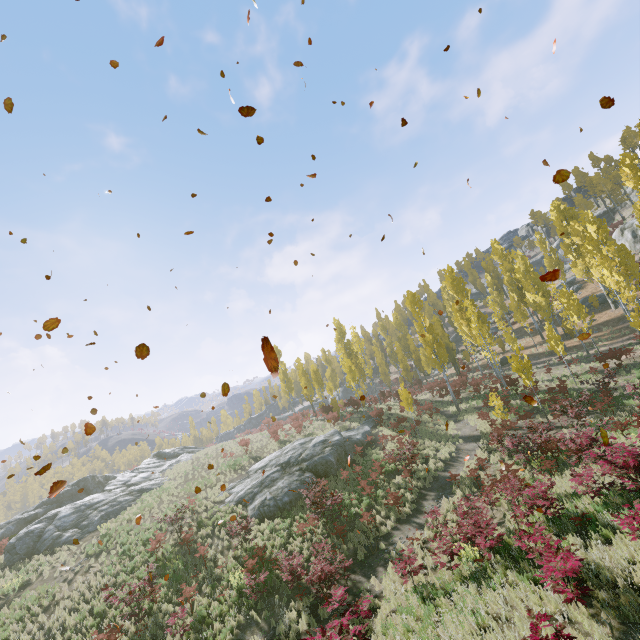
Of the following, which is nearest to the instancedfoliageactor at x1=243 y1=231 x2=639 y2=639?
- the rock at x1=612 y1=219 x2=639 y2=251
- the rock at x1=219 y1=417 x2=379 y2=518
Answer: the rock at x1=219 y1=417 x2=379 y2=518

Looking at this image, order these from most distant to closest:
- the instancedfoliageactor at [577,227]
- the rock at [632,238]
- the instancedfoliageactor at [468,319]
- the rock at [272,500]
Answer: the rock at [632,238]
the instancedfoliageactor at [577,227]
the rock at [272,500]
the instancedfoliageactor at [468,319]

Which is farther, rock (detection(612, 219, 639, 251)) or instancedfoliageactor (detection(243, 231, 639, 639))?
rock (detection(612, 219, 639, 251))

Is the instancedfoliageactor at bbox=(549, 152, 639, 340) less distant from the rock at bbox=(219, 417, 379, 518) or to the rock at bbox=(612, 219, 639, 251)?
the rock at bbox=(219, 417, 379, 518)

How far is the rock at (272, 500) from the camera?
19.4m

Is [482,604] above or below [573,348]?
below

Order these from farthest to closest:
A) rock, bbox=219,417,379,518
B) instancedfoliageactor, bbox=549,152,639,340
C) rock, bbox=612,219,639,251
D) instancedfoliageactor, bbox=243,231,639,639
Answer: rock, bbox=612,219,639,251, instancedfoliageactor, bbox=549,152,639,340, rock, bbox=219,417,379,518, instancedfoliageactor, bbox=243,231,639,639
